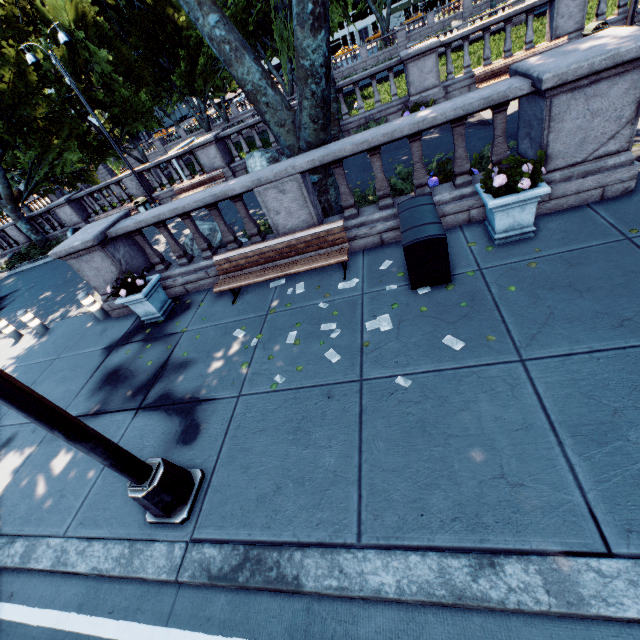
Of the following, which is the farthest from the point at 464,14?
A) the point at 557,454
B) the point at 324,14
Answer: the point at 557,454

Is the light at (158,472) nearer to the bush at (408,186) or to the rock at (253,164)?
the bush at (408,186)

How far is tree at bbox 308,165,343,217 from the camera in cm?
707

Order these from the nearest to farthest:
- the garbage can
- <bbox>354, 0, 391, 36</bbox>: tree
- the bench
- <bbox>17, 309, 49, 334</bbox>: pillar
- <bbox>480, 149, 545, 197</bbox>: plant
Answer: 1. <bbox>480, 149, 545, 197</bbox>: plant
2. the bench
3. <bbox>17, 309, 49, 334</bbox>: pillar
4. the garbage can
5. <bbox>354, 0, 391, 36</bbox>: tree

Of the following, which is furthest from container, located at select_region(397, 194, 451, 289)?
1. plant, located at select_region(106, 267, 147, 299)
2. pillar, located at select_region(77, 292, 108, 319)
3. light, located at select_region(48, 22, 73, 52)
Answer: light, located at select_region(48, 22, 73, 52)

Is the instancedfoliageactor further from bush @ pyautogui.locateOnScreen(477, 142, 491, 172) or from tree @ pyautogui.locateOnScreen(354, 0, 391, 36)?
tree @ pyautogui.locateOnScreen(354, 0, 391, 36)

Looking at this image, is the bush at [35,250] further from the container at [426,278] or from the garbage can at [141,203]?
the container at [426,278]

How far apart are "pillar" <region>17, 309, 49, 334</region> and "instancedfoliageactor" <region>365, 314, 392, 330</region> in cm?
1009
